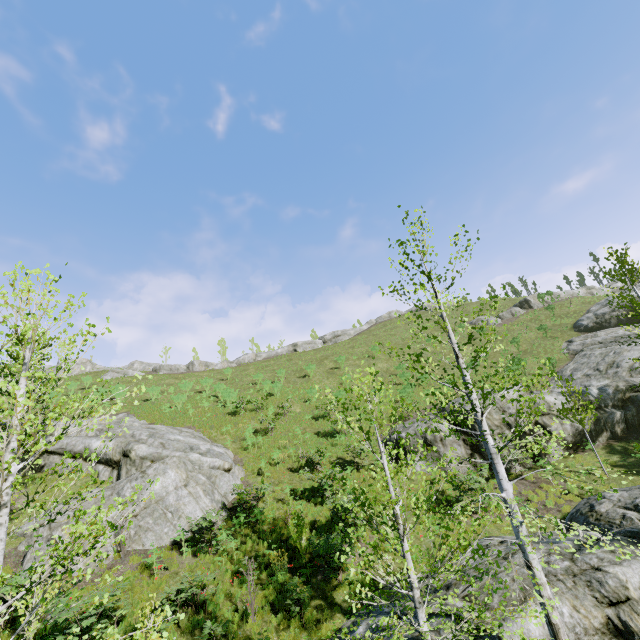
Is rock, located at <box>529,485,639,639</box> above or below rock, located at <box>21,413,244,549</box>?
below

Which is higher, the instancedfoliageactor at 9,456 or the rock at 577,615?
the instancedfoliageactor at 9,456

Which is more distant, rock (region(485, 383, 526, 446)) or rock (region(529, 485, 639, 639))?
rock (region(485, 383, 526, 446))

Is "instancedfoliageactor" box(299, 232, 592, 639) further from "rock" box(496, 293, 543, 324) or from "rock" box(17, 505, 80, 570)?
"rock" box(496, 293, 543, 324)

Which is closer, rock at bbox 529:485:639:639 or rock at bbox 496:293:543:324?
rock at bbox 529:485:639:639

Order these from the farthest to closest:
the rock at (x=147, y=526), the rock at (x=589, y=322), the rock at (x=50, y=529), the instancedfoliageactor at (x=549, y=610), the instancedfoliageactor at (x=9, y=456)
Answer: the rock at (x=589, y=322)
the rock at (x=147, y=526)
the rock at (x=50, y=529)
the instancedfoliageactor at (x=549, y=610)
the instancedfoliageactor at (x=9, y=456)

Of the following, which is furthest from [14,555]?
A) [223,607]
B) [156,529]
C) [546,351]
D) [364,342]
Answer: [546,351]

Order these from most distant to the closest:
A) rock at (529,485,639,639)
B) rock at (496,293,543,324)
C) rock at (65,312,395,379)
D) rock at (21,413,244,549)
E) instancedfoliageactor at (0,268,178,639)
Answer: rock at (65,312,395,379), rock at (496,293,543,324), rock at (21,413,244,549), rock at (529,485,639,639), instancedfoliageactor at (0,268,178,639)
